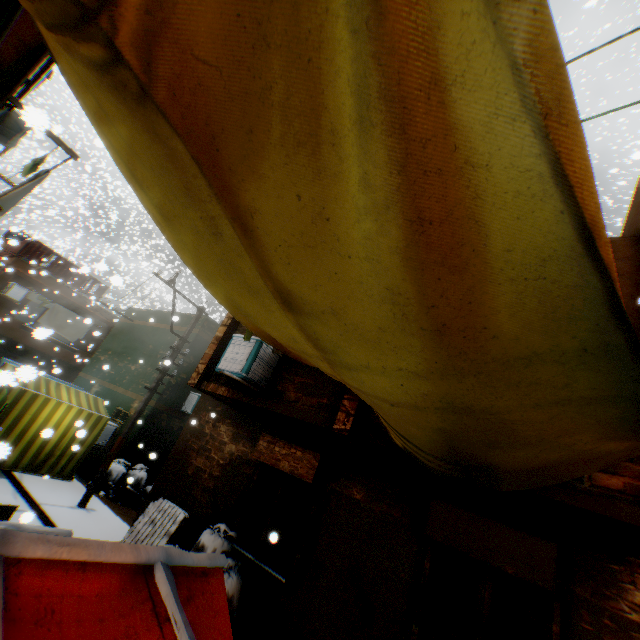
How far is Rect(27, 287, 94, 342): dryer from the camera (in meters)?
18.17

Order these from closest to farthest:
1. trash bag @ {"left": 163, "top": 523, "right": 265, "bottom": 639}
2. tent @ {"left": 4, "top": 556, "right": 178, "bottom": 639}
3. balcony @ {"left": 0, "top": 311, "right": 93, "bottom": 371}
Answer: tent @ {"left": 4, "top": 556, "right": 178, "bottom": 639}
trash bag @ {"left": 163, "top": 523, "right": 265, "bottom": 639}
balcony @ {"left": 0, "top": 311, "right": 93, "bottom": 371}

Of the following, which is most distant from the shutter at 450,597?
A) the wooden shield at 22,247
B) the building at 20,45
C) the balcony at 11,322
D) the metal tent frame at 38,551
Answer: the wooden shield at 22,247

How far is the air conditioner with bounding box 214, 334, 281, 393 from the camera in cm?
583

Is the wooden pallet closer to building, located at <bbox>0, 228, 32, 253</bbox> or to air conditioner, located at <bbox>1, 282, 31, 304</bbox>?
building, located at <bbox>0, 228, 32, 253</bbox>

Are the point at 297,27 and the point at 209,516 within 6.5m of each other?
no

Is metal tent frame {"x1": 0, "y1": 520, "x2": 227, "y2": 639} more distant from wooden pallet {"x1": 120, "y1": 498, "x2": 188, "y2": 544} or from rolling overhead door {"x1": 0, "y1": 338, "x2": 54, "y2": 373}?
rolling overhead door {"x1": 0, "y1": 338, "x2": 54, "y2": 373}

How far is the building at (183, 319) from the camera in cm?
1385
